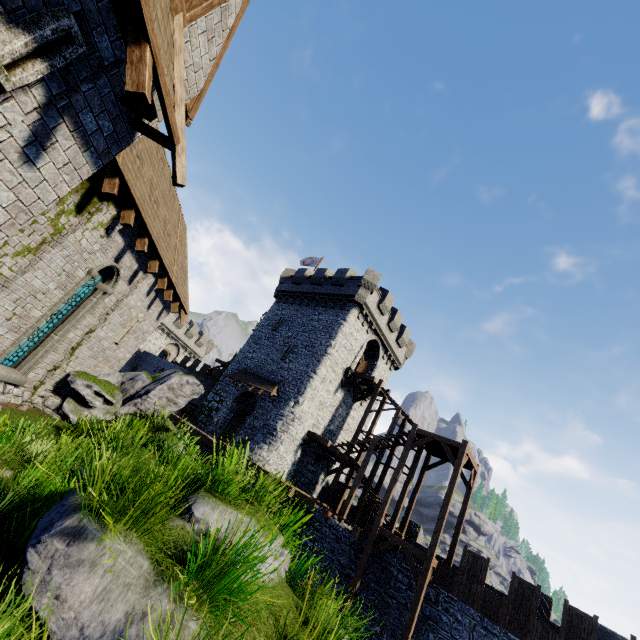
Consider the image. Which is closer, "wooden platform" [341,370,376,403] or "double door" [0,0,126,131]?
"double door" [0,0,126,131]

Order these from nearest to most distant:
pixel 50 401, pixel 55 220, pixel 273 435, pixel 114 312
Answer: pixel 55 220 < pixel 50 401 < pixel 114 312 < pixel 273 435

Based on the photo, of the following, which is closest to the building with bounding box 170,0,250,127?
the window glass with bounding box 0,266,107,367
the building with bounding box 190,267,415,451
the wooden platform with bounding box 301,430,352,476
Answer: the window glass with bounding box 0,266,107,367

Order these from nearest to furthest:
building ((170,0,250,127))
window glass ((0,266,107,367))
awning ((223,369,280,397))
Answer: building ((170,0,250,127)) < window glass ((0,266,107,367)) < awning ((223,369,280,397))

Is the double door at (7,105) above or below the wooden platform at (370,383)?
below

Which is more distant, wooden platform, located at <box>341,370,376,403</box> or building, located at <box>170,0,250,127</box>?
wooden platform, located at <box>341,370,376,403</box>

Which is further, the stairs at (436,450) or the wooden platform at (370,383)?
the wooden platform at (370,383)

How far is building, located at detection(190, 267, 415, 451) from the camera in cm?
2400
